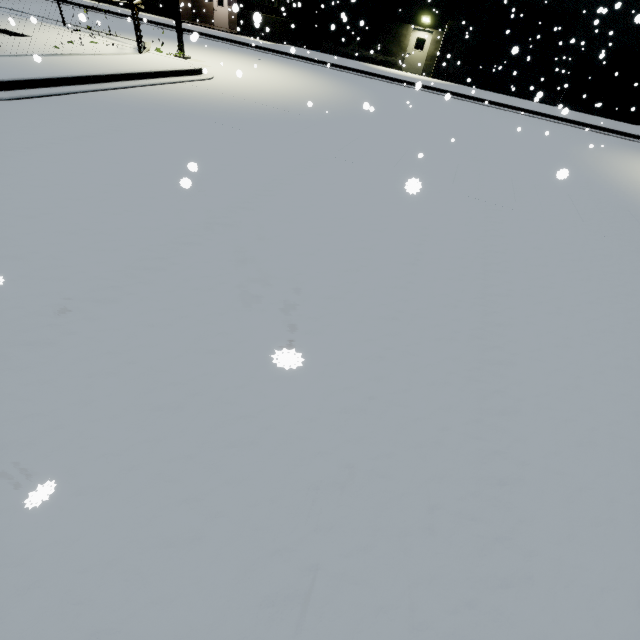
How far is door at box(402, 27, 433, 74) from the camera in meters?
22.8

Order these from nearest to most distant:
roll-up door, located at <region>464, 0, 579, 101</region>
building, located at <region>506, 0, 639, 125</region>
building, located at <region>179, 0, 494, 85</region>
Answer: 1. building, located at <region>506, 0, 639, 125</region>
2. roll-up door, located at <region>464, 0, 579, 101</region>
3. building, located at <region>179, 0, 494, 85</region>

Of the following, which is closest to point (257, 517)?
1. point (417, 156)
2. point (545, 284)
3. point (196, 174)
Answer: point (545, 284)

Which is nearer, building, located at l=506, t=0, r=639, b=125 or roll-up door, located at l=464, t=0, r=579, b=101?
building, located at l=506, t=0, r=639, b=125

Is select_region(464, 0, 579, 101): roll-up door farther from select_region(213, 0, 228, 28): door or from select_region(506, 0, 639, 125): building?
select_region(213, 0, 228, 28): door

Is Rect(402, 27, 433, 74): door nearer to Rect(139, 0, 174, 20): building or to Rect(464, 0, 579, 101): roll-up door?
Rect(139, 0, 174, 20): building

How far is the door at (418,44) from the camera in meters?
22.8

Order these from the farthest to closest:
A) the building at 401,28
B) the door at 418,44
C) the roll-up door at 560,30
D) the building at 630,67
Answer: the door at 418,44, the building at 401,28, the roll-up door at 560,30, the building at 630,67
